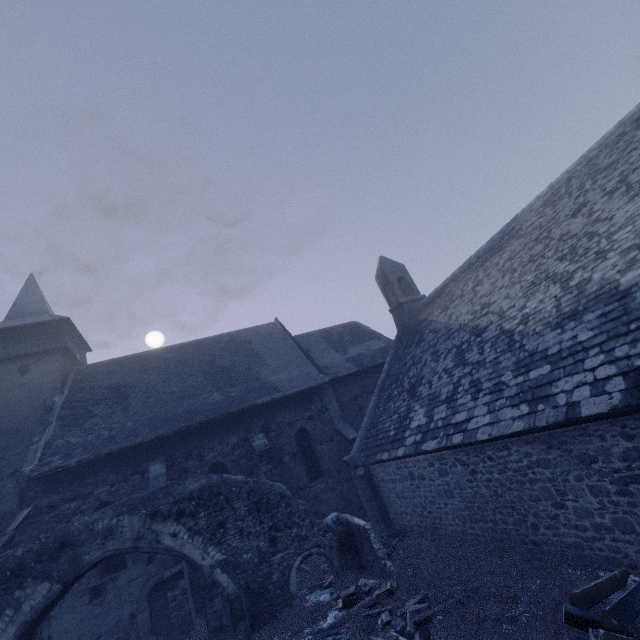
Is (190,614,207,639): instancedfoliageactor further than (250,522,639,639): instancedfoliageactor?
Yes

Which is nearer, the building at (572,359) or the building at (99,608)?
the building at (572,359)

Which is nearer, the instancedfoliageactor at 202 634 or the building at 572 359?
the building at 572 359

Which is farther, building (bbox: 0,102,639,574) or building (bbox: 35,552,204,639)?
building (bbox: 35,552,204,639)

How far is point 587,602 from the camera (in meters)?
4.86

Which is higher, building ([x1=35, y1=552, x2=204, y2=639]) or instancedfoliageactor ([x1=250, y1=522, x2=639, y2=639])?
building ([x1=35, y1=552, x2=204, y2=639])

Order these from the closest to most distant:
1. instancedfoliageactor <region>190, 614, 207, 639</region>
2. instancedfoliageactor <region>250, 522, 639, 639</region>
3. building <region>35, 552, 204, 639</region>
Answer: instancedfoliageactor <region>250, 522, 639, 639</region> → instancedfoliageactor <region>190, 614, 207, 639</region> → building <region>35, 552, 204, 639</region>

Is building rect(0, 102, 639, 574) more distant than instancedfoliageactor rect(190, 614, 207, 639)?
No
